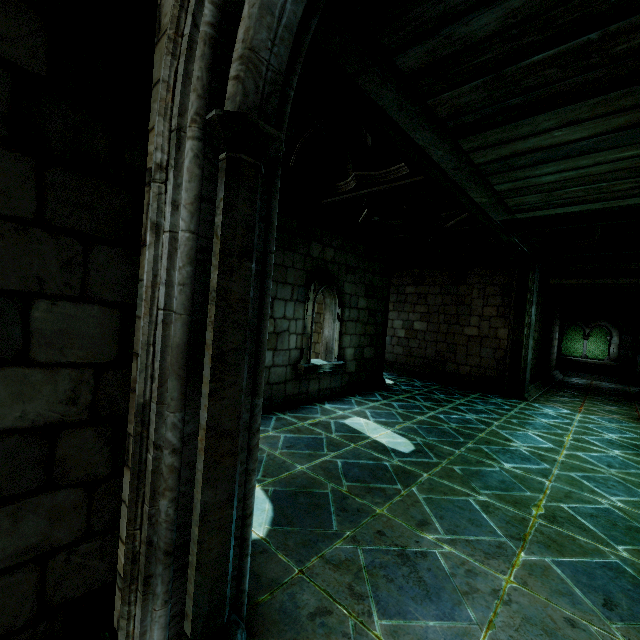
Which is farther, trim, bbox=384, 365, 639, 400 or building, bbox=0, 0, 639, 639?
trim, bbox=384, 365, 639, 400

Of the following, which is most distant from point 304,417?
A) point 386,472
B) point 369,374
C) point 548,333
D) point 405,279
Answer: point 548,333

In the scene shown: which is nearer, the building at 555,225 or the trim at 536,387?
the building at 555,225
